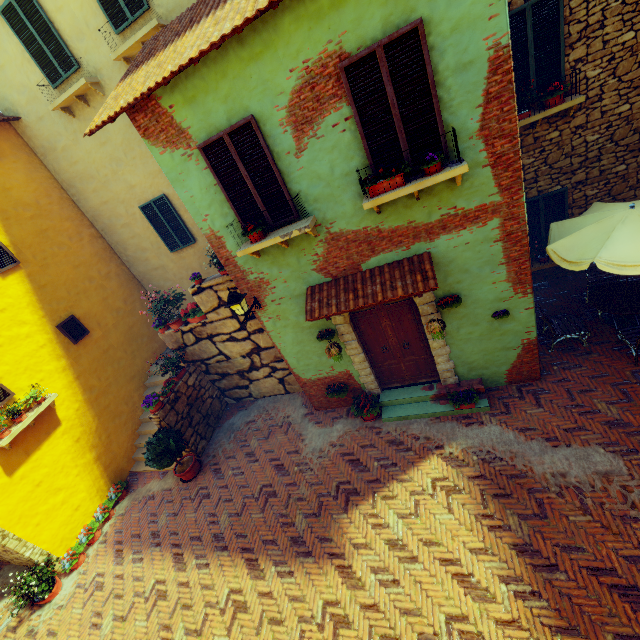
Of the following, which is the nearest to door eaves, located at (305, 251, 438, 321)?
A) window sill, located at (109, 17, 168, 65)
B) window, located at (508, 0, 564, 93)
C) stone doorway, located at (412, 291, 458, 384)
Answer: stone doorway, located at (412, 291, 458, 384)

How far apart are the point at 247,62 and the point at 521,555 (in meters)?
8.32

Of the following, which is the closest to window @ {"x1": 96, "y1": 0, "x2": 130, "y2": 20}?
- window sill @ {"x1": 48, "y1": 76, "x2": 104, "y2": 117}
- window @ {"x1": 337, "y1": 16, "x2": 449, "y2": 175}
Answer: window sill @ {"x1": 48, "y1": 76, "x2": 104, "y2": 117}

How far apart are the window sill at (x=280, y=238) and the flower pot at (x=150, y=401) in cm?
510

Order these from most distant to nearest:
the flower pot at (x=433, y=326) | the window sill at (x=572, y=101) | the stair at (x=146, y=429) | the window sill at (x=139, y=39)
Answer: the stair at (x=146, y=429) → the window sill at (x=139, y=39) → the window sill at (x=572, y=101) → the flower pot at (x=433, y=326)

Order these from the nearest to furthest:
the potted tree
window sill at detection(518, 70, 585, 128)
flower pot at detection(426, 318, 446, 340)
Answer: flower pot at detection(426, 318, 446, 340) → window sill at detection(518, 70, 585, 128) → the potted tree

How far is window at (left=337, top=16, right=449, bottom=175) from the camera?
4.1 meters

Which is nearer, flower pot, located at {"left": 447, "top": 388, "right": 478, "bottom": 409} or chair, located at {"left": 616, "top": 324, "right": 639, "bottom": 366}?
chair, located at {"left": 616, "top": 324, "right": 639, "bottom": 366}
